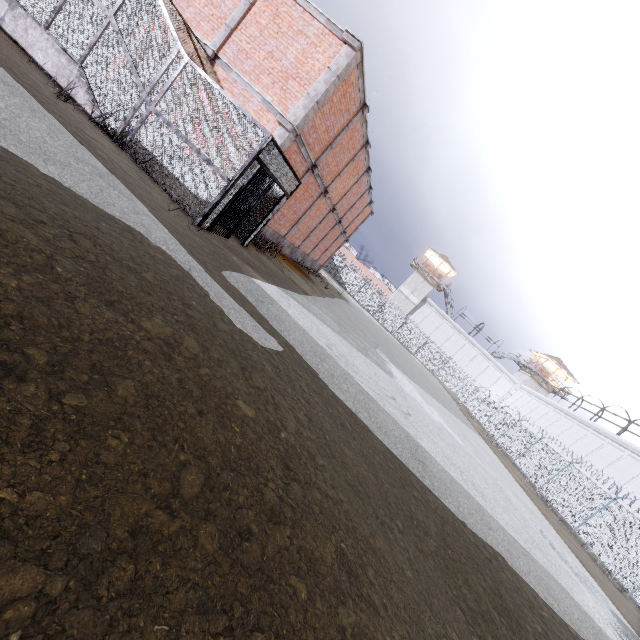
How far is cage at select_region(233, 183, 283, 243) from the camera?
10.8m

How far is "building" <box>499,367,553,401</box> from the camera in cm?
4975

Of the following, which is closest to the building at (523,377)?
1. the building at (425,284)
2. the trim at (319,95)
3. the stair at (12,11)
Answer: the building at (425,284)

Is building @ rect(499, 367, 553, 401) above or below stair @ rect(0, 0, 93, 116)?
above

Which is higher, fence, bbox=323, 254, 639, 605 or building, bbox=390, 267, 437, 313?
building, bbox=390, 267, 437, 313

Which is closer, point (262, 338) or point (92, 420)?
point (92, 420)

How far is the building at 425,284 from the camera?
52.2 meters

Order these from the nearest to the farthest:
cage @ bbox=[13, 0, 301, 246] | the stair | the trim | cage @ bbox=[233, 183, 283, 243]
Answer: cage @ bbox=[13, 0, 301, 246] < the stair < the trim < cage @ bbox=[233, 183, 283, 243]
